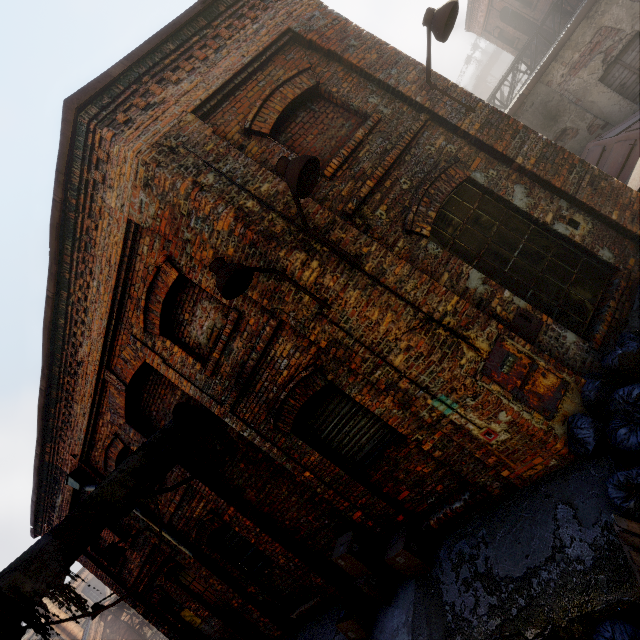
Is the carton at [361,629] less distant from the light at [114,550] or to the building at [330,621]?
the building at [330,621]

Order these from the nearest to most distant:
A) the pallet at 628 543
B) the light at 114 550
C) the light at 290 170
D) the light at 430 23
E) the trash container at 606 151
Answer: the pallet at 628 543
the light at 290 170
the light at 430 23
the trash container at 606 151
the light at 114 550

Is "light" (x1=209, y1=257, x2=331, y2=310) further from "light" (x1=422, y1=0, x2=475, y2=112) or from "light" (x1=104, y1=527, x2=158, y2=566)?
"light" (x1=104, y1=527, x2=158, y2=566)

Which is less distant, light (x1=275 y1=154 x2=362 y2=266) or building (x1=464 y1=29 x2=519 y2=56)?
light (x1=275 y1=154 x2=362 y2=266)

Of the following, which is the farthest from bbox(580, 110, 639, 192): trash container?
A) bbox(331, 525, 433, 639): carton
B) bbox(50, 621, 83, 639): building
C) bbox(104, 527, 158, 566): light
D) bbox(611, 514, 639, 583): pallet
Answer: bbox(50, 621, 83, 639): building

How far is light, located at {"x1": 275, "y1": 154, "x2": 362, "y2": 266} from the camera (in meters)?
3.16

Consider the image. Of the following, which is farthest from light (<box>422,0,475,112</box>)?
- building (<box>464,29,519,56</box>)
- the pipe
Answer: building (<box>464,29,519,56</box>)

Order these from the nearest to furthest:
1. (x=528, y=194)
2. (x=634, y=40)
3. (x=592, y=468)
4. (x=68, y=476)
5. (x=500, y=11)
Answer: (x=592, y=468) → (x=528, y=194) → (x=634, y=40) → (x=68, y=476) → (x=500, y=11)
